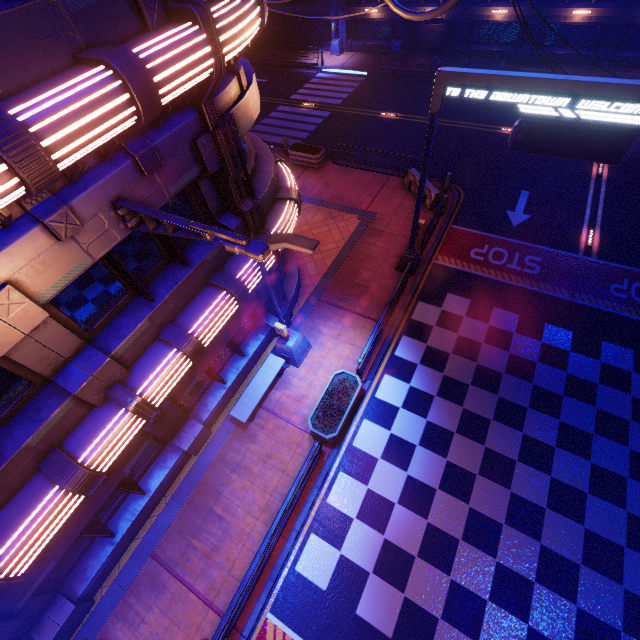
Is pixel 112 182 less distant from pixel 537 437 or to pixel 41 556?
pixel 41 556

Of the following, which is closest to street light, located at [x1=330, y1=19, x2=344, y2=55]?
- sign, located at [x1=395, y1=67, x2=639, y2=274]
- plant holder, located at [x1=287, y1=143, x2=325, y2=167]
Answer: plant holder, located at [x1=287, y1=143, x2=325, y2=167]

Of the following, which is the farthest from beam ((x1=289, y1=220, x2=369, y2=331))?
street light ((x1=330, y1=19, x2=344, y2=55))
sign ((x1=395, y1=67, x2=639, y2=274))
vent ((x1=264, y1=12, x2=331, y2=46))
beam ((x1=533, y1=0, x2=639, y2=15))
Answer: vent ((x1=264, y1=12, x2=331, y2=46))

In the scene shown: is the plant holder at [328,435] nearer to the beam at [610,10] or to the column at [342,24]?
the beam at [610,10]

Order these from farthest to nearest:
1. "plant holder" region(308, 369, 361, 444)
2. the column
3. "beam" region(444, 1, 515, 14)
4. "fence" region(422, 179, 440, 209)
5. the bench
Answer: the column, "beam" region(444, 1, 515, 14), "fence" region(422, 179, 440, 209), the bench, "plant holder" region(308, 369, 361, 444)

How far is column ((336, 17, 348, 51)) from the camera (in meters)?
28.19

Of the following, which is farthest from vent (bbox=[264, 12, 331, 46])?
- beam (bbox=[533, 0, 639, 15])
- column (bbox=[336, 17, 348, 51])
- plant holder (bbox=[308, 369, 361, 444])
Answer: plant holder (bbox=[308, 369, 361, 444])

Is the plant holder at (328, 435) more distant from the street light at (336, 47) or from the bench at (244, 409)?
the street light at (336, 47)
